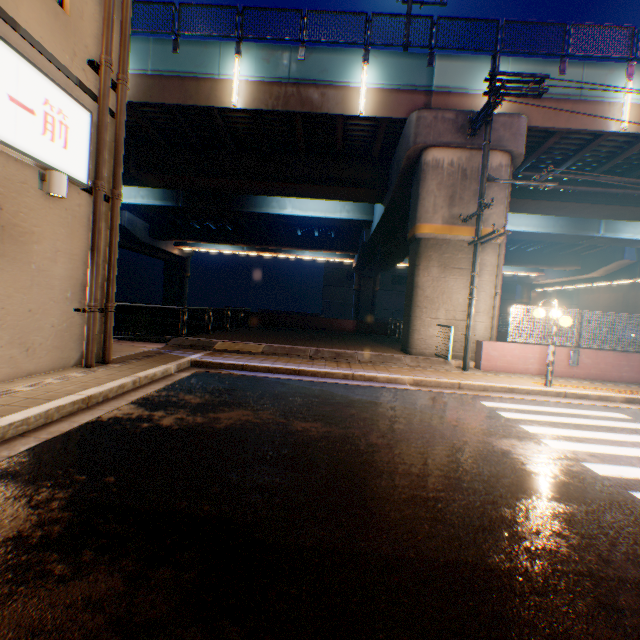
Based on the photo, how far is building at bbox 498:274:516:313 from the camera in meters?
52.9 m

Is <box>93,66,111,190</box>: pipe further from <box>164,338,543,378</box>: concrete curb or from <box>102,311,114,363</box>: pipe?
<box>164,338,543,378</box>: concrete curb

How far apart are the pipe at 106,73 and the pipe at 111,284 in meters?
0.3 m

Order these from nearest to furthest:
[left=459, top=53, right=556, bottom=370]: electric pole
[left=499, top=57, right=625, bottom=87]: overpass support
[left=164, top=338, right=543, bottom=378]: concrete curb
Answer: [left=459, top=53, right=556, bottom=370]: electric pole → [left=164, top=338, right=543, bottom=378]: concrete curb → [left=499, top=57, right=625, bottom=87]: overpass support

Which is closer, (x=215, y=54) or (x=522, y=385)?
(x=522, y=385)

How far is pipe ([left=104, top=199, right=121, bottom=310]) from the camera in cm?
724

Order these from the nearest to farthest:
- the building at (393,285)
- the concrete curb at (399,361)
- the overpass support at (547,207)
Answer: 1. the concrete curb at (399,361)
2. the overpass support at (547,207)
3. the building at (393,285)

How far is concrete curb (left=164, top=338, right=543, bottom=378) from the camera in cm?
1038
